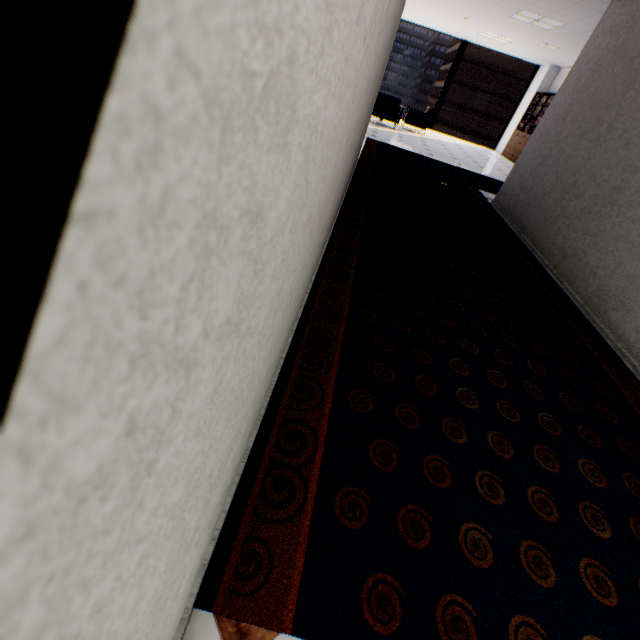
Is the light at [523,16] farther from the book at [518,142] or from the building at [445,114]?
the building at [445,114]

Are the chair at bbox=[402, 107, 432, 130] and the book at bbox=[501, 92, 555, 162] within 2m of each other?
no

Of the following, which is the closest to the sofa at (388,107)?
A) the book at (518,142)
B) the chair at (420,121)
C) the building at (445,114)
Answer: the chair at (420,121)

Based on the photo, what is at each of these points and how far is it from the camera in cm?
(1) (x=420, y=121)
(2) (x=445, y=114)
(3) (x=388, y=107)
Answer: (1) chair, 1090
(2) building, 5916
(3) sofa, 977

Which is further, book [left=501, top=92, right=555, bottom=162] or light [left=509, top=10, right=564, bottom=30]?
book [left=501, top=92, right=555, bottom=162]

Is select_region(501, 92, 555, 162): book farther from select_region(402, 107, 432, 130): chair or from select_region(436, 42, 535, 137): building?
select_region(436, 42, 535, 137): building

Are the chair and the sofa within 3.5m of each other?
yes

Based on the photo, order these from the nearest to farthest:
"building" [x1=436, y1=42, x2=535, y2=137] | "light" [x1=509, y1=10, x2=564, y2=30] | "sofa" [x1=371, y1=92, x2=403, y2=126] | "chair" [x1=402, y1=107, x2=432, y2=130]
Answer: "light" [x1=509, y1=10, x2=564, y2=30]
"sofa" [x1=371, y1=92, x2=403, y2=126]
"chair" [x1=402, y1=107, x2=432, y2=130]
"building" [x1=436, y1=42, x2=535, y2=137]
